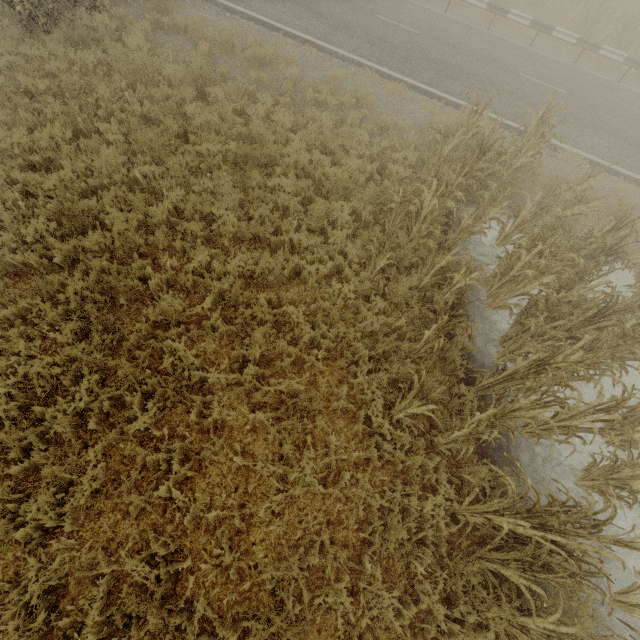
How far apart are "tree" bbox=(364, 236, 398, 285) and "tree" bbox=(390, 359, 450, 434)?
2.0 meters

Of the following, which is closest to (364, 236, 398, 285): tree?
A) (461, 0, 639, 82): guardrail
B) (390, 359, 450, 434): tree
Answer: (390, 359, 450, 434): tree

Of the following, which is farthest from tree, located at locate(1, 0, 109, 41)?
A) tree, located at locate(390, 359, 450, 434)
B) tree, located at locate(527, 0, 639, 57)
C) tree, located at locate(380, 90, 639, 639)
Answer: tree, located at locate(527, 0, 639, 57)

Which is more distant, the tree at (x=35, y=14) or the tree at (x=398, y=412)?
the tree at (x=35, y=14)

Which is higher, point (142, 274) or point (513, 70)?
point (513, 70)

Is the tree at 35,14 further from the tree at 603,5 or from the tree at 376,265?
the tree at 603,5

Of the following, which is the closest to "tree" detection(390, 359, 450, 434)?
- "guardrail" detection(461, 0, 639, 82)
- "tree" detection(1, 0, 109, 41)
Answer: "tree" detection(1, 0, 109, 41)

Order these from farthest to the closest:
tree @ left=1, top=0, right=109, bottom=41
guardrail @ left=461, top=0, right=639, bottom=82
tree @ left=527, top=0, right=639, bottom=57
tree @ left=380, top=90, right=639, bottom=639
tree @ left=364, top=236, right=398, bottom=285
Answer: tree @ left=527, top=0, right=639, bottom=57 < guardrail @ left=461, top=0, right=639, bottom=82 < tree @ left=1, top=0, right=109, bottom=41 < tree @ left=364, top=236, right=398, bottom=285 < tree @ left=380, top=90, right=639, bottom=639
